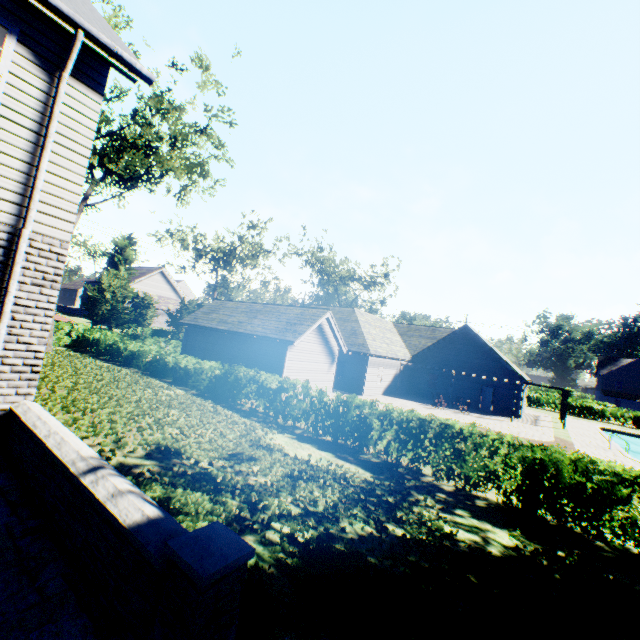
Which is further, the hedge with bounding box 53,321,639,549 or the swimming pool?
the swimming pool

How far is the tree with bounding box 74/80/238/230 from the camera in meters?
20.4

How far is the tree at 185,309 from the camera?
35.6m

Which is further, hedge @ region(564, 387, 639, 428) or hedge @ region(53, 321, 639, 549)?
hedge @ region(564, 387, 639, 428)

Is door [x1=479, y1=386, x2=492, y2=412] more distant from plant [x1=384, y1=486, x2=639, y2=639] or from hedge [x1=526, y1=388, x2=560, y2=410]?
hedge [x1=526, y1=388, x2=560, y2=410]

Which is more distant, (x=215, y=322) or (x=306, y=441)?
(x=215, y=322)

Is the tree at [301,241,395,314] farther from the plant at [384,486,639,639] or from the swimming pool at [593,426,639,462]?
the swimming pool at [593,426,639,462]

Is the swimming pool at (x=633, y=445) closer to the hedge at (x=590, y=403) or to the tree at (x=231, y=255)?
the tree at (x=231, y=255)
